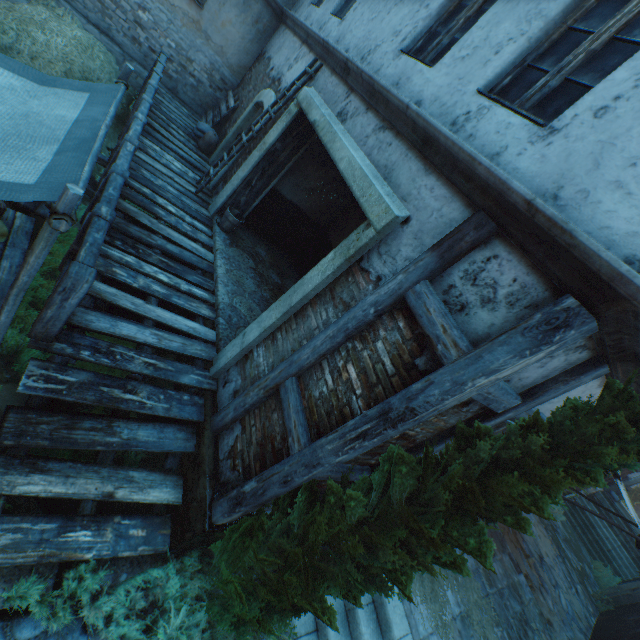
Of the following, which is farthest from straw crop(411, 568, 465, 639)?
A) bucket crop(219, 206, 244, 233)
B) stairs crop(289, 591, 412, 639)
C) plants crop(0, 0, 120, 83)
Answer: plants crop(0, 0, 120, 83)

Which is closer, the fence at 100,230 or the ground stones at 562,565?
the fence at 100,230

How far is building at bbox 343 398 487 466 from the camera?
2.7m

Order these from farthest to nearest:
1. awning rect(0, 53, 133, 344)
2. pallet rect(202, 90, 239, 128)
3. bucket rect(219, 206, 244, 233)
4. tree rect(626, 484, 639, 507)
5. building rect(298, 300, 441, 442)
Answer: tree rect(626, 484, 639, 507) → pallet rect(202, 90, 239, 128) → bucket rect(219, 206, 244, 233) → building rect(298, 300, 441, 442) → awning rect(0, 53, 133, 344)

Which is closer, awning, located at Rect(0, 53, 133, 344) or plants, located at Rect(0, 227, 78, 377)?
awning, located at Rect(0, 53, 133, 344)

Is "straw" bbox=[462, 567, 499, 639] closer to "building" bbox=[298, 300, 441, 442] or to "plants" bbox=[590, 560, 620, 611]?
"building" bbox=[298, 300, 441, 442]

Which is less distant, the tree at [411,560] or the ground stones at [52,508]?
the tree at [411,560]

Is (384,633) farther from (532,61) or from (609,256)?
(532,61)
